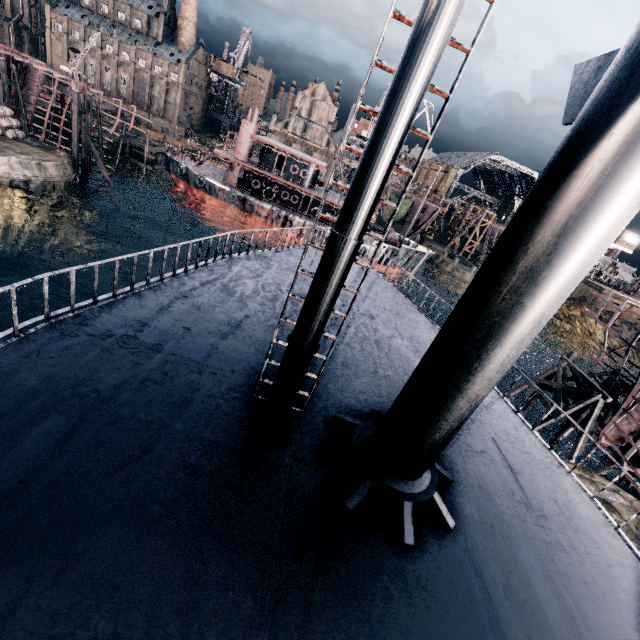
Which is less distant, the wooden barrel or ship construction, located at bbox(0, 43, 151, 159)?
the wooden barrel

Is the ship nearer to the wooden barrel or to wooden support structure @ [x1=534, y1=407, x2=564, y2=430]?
wooden support structure @ [x1=534, y1=407, x2=564, y2=430]

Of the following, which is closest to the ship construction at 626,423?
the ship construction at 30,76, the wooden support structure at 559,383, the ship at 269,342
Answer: the wooden support structure at 559,383

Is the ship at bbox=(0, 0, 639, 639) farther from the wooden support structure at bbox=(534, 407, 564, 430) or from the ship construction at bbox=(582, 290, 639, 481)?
the wooden support structure at bbox=(534, 407, 564, 430)

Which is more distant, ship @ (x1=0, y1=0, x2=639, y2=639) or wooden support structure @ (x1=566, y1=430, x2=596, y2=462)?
wooden support structure @ (x1=566, y1=430, x2=596, y2=462)

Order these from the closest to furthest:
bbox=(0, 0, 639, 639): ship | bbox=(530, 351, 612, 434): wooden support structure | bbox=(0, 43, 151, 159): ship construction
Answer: bbox=(0, 0, 639, 639): ship < bbox=(530, 351, 612, 434): wooden support structure < bbox=(0, 43, 151, 159): ship construction

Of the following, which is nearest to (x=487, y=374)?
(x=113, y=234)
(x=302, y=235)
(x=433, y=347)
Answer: (x=433, y=347)

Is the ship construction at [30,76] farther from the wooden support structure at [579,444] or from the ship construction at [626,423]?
the ship construction at [626,423]
